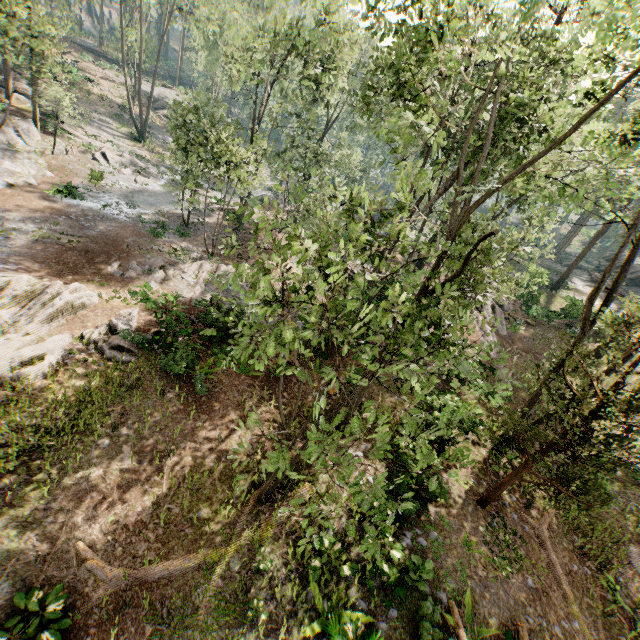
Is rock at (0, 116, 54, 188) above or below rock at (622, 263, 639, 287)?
below

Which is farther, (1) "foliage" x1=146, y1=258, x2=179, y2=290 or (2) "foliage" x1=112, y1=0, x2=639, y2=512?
(1) "foliage" x1=146, y1=258, x2=179, y2=290

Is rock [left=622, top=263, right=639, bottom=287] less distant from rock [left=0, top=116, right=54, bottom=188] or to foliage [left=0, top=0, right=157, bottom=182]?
foliage [left=0, top=0, right=157, bottom=182]

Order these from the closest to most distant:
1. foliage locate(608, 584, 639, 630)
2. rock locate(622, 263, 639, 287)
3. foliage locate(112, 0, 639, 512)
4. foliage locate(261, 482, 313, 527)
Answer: foliage locate(261, 482, 313, 527) < foliage locate(112, 0, 639, 512) < foliage locate(608, 584, 639, 630) < rock locate(622, 263, 639, 287)

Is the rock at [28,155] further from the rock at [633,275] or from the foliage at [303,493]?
the rock at [633,275]

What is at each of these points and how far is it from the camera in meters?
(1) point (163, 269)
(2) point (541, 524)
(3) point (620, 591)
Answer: (1) foliage, 20.7
(2) foliage, 12.5
(3) foliage, 11.2

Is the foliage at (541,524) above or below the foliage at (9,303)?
above

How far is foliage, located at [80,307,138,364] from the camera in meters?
13.2 m
